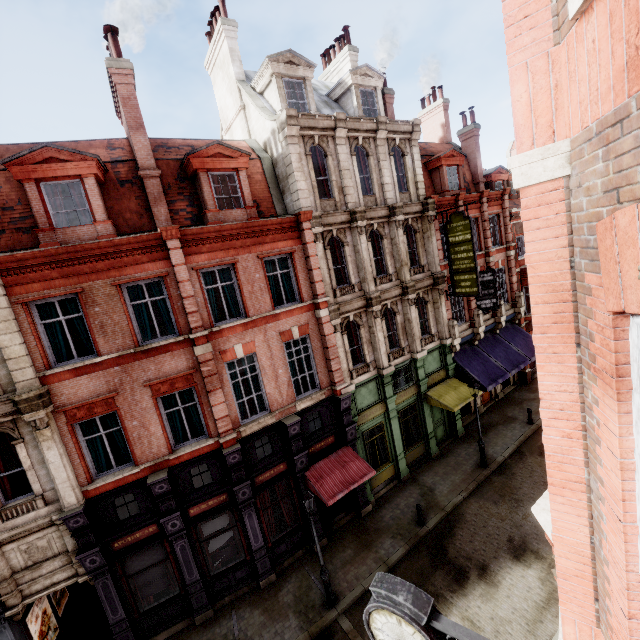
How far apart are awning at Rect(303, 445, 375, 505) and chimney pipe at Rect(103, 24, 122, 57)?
16.9 meters

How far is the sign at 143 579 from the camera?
11.5 meters

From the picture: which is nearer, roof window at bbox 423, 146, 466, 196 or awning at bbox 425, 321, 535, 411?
awning at bbox 425, 321, 535, 411

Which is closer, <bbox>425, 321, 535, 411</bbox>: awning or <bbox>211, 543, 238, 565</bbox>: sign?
<bbox>211, 543, 238, 565</bbox>: sign

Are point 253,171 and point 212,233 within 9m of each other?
yes

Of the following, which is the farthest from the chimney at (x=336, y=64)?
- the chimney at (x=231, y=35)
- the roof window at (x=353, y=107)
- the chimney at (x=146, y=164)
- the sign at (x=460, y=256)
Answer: the chimney at (x=146, y=164)

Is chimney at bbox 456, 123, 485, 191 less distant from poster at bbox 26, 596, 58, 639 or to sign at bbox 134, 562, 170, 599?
sign at bbox 134, 562, 170, 599

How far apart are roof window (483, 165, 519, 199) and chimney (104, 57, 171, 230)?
21.55m
